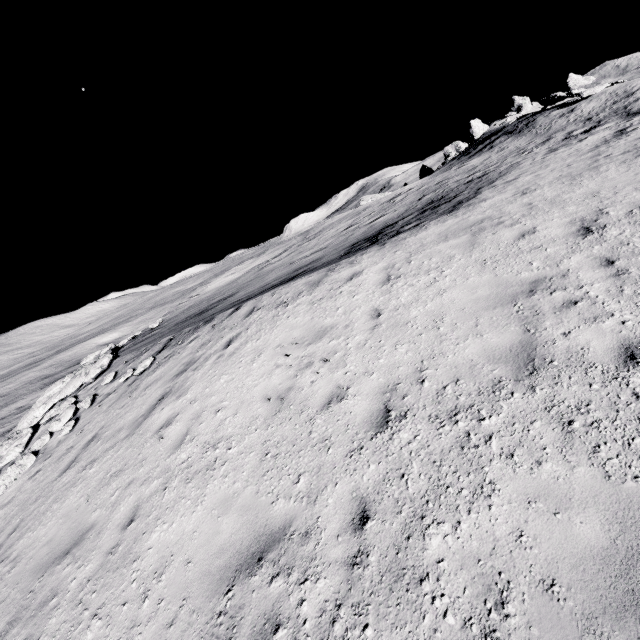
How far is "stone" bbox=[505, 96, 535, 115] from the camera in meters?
47.6

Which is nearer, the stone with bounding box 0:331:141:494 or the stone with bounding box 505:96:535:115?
the stone with bounding box 0:331:141:494

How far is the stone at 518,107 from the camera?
47.6 meters

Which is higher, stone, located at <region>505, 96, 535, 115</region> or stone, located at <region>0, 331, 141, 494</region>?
stone, located at <region>505, 96, 535, 115</region>

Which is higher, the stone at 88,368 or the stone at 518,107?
the stone at 518,107

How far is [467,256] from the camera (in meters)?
7.53
